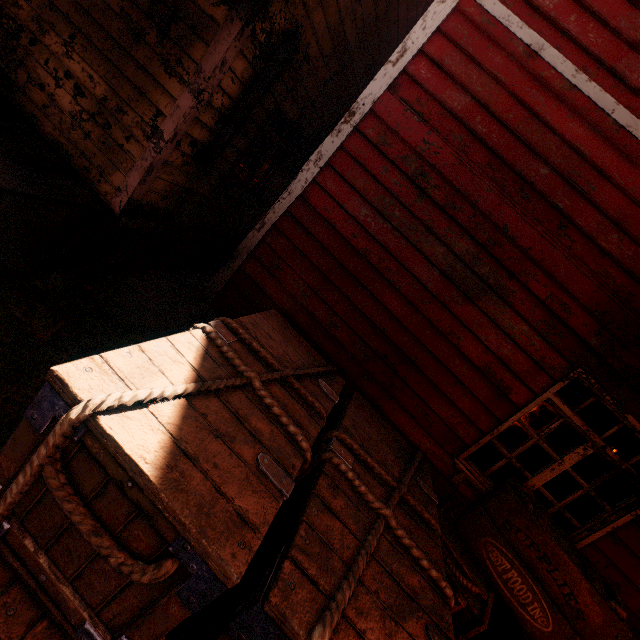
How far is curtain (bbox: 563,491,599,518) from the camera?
3.3m

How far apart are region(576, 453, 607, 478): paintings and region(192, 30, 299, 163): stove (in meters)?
15.91

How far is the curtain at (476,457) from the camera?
3.5m

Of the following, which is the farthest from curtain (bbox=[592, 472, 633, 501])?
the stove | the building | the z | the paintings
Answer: the paintings

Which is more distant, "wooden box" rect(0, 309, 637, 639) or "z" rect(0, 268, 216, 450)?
"z" rect(0, 268, 216, 450)

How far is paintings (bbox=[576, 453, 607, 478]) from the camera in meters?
12.6

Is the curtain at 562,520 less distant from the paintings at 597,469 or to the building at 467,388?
the building at 467,388

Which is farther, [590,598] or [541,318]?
[541,318]
